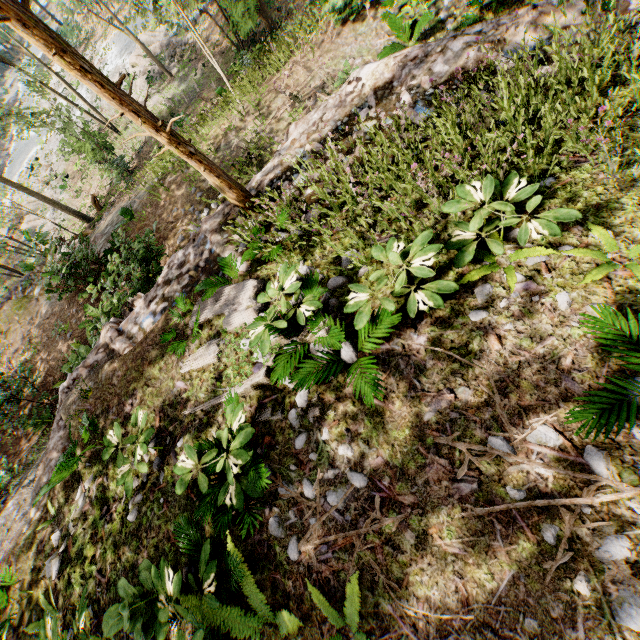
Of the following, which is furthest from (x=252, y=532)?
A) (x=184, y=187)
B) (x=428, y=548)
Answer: (x=184, y=187)

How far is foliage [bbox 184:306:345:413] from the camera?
4.5m

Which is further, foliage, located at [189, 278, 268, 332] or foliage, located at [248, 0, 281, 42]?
foliage, located at [248, 0, 281, 42]

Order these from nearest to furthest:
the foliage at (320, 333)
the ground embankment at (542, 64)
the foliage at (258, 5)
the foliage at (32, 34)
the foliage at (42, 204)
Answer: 1. the foliage at (32, 34)
2. the foliage at (320, 333)
3. the ground embankment at (542, 64)
4. the foliage at (42, 204)
5. the foliage at (258, 5)

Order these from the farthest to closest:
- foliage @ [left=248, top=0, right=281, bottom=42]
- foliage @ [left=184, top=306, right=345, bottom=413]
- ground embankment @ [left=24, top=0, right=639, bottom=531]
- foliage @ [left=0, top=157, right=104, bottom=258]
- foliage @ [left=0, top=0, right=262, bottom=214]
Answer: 1. foliage @ [left=248, top=0, right=281, bottom=42]
2. foliage @ [left=0, top=157, right=104, bottom=258]
3. ground embankment @ [left=24, top=0, right=639, bottom=531]
4. foliage @ [left=184, top=306, right=345, bottom=413]
5. foliage @ [left=0, top=0, right=262, bottom=214]

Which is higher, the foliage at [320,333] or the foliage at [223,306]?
the foliage at [320,333]
